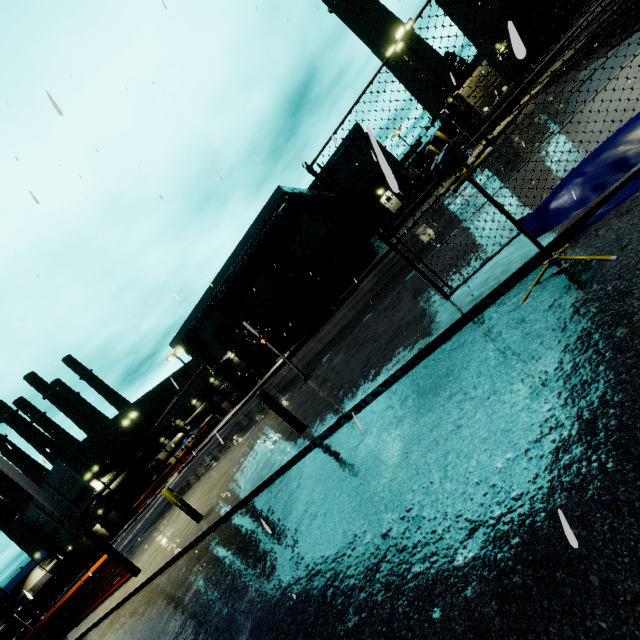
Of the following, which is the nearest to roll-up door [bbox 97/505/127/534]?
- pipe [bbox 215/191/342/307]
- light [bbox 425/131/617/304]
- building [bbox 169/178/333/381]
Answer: building [bbox 169/178/333/381]

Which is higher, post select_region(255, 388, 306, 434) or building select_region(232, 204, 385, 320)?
building select_region(232, 204, 385, 320)

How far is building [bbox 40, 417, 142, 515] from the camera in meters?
51.2

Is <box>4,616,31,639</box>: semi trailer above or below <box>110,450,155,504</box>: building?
below

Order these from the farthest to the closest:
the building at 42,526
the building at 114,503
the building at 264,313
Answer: the building at 42,526, the building at 114,503, the building at 264,313

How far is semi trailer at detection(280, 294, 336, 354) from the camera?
24.50m

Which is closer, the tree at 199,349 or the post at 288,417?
the post at 288,417

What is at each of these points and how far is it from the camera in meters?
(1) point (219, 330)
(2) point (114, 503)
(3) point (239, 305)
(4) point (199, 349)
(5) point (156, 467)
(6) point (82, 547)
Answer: (1) building, 36.0
(2) building, 50.9
(3) tree, 34.2
(4) tree, 36.8
(5) concrete pipe stack, 50.8
(6) cargo container, 43.4
